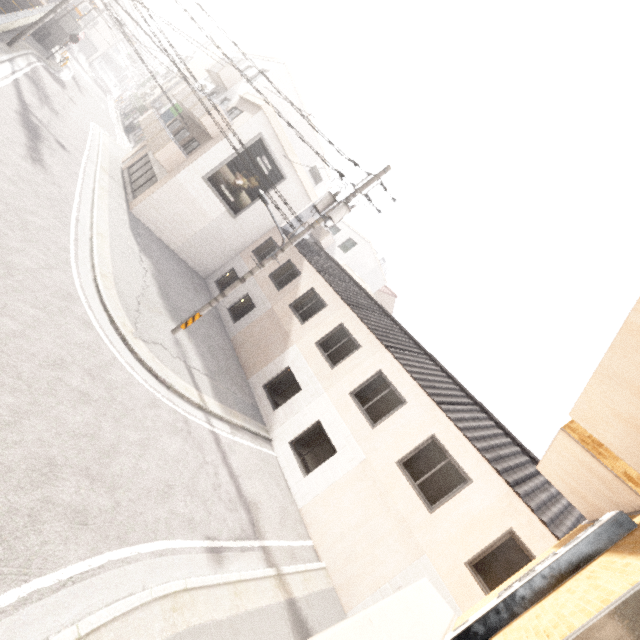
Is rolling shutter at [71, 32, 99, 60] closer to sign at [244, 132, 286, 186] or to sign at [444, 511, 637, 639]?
sign at [244, 132, 286, 186]

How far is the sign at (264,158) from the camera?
17.2 meters

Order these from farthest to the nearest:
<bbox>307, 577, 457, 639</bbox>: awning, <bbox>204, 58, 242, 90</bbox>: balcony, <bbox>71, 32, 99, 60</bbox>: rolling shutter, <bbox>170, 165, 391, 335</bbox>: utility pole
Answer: <bbox>71, 32, 99, 60</bbox>: rolling shutter → <bbox>204, 58, 242, 90</bbox>: balcony → <bbox>170, 165, 391, 335</bbox>: utility pole → <bbox>307, 577, 457, 639</bbox>: awning

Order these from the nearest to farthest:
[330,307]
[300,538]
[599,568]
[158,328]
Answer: [599,568], [300,538], [158,328], [330,307]

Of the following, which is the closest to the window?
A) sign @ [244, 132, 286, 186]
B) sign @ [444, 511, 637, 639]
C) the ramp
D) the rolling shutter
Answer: sign @ [444, 511, 637, 639]

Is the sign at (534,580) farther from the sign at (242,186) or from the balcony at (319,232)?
the balcony at (319,232)

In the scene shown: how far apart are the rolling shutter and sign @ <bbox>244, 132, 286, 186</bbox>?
49.8m

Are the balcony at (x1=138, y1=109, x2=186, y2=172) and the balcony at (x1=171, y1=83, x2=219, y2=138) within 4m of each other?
yes
